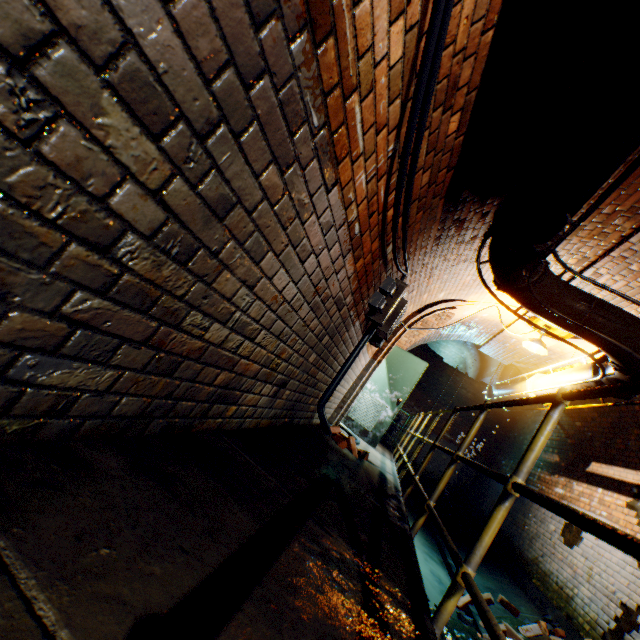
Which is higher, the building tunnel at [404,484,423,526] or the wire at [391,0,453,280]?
the wire at [391,0,453,280]

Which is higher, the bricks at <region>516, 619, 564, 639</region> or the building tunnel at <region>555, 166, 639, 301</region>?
the building tunnel at <region>555, 166, 639, 301</region>

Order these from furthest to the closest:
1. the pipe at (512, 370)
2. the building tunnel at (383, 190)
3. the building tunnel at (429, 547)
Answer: the pipe at (512, 370), the building tunnel at (429, 547), the building tunnel at (383, 190)

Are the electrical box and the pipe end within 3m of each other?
yes

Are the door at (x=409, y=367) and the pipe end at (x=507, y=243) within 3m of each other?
no

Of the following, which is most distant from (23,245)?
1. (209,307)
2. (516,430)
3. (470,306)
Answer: (516,430)

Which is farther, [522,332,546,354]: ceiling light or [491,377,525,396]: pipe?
[491,377,525,396]: pipe

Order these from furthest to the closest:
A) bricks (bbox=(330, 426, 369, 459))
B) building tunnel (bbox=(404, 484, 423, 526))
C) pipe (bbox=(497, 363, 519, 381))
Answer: pipe (bbox=(497, 363, 519, 381)) → building tunnel (bbox=(404, 484, 423, 526)) → bricks (bbox=(330, 426, 369, 459))
